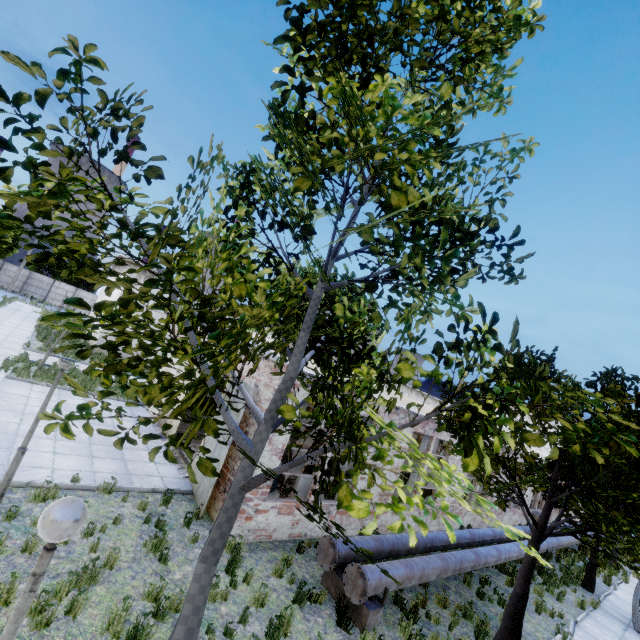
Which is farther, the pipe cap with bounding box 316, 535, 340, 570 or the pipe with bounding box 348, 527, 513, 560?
the pipe with bounding box 348, 527, 513, 560

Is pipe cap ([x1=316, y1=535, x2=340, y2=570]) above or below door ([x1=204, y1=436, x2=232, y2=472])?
below

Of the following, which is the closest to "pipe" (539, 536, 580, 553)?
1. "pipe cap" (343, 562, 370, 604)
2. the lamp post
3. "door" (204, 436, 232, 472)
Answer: "pipe cap" (343, 562, 370, 604)

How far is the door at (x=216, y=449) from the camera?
9.37m

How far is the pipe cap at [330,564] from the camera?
7.89m

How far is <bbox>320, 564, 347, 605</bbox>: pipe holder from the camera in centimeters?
802cm

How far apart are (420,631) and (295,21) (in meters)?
11.88

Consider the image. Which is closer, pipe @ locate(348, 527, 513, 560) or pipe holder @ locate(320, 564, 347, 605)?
pipe holder @ locate(320, 564, 347, 605)
